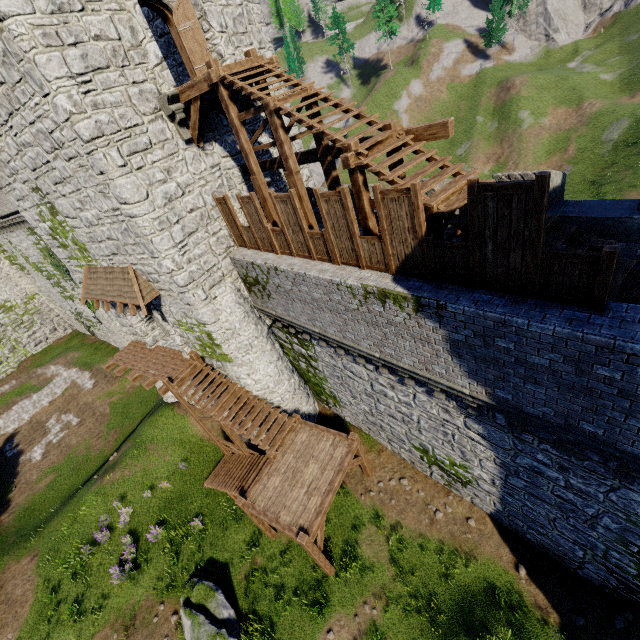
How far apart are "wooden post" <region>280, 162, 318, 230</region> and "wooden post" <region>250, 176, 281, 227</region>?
1.54m

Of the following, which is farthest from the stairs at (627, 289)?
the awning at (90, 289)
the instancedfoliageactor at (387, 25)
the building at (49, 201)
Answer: the instancedfoliageactor at (387, 25)

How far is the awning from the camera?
12.69m

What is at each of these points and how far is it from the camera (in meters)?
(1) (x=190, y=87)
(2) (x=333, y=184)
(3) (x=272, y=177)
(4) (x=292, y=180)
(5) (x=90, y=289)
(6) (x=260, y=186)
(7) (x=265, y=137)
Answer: (1) wooden platform, 10.00
(2) wooden post, 10.57
(3) building, 14.81
(4) wooden post, 9.67
(5) awning, 15.22
(6) wooden post, 11.00
(7) building, 14.24

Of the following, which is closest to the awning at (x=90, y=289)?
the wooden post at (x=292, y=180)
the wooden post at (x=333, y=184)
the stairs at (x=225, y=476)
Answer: the stairs at (x=225, y=476)

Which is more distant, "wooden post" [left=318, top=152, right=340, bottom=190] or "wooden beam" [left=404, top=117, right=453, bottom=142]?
"wooden post" [left=318, top=152, right=340, bottom=190]

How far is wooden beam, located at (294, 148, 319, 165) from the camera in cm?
1048

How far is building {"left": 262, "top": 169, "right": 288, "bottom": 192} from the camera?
14.6 meters
